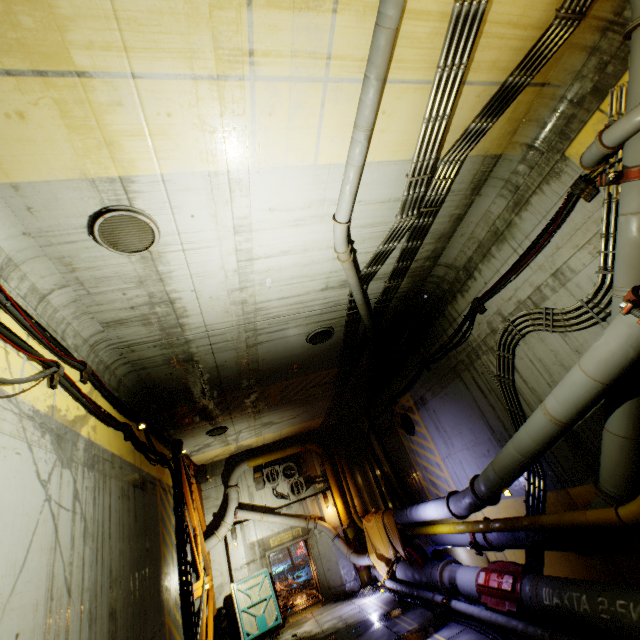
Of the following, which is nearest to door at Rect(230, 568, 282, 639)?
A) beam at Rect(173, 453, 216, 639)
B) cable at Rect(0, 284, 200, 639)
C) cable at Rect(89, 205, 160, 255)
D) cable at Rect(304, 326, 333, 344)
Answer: beam at Rect(173, 453, 216, 639)

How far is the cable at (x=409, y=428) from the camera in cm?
1130

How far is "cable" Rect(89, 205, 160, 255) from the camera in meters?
4.2 m

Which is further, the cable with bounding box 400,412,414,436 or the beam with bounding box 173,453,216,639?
the cable with bounding box 400,412,414,436

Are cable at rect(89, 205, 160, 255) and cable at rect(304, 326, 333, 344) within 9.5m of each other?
yes

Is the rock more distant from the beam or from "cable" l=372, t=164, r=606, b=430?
"cable" l=372, t=164, r=606, b=430

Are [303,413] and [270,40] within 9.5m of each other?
no

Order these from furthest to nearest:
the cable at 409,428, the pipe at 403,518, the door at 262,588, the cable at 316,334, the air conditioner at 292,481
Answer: the air conditioner at 292,481 < the door at 262,588 < the cable at 409,428 < the cable at 316,334 < the pipe at 403,518
